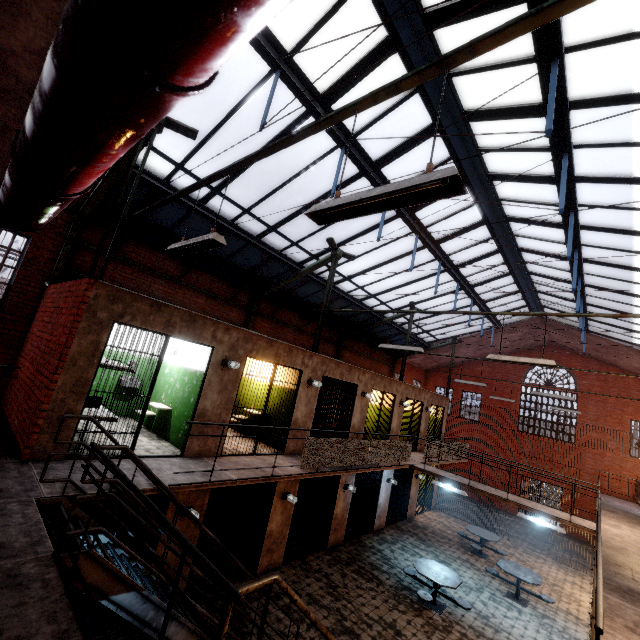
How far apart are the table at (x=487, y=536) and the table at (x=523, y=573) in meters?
1.4 m

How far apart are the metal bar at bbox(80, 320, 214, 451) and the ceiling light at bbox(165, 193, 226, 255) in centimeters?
234cm

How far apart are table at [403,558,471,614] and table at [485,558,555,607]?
1.96m

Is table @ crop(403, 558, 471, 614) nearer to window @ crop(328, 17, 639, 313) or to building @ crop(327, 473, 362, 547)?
building @ crop(327, 473, 362, 547)

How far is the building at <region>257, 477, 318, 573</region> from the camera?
8.6 meters

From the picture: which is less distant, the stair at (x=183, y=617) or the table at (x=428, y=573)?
the stair at (x=183, y=617)

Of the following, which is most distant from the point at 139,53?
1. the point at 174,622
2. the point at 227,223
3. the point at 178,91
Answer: the point at 227,223

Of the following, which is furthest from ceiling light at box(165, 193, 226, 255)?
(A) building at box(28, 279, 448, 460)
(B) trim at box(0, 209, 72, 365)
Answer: (B) trim at box(0, 209, 72, 365)
